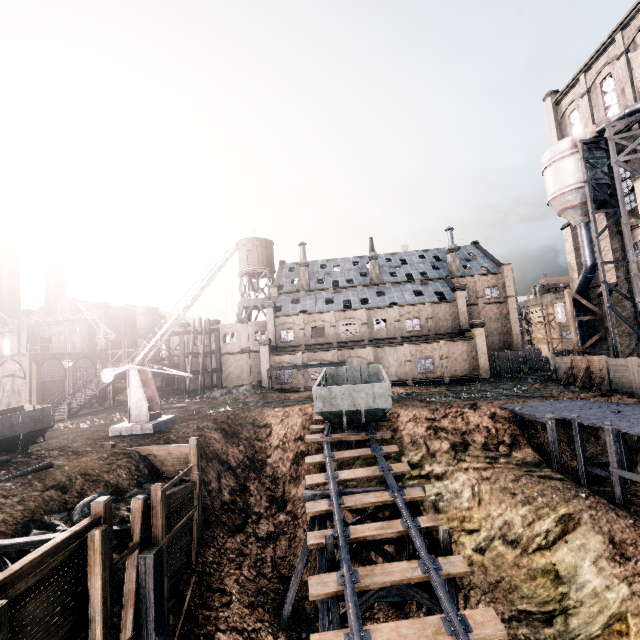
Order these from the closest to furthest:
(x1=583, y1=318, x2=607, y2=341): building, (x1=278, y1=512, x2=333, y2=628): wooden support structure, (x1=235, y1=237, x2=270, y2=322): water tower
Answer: (x1=278, y1=512, x2=333, y2=628): wooden support structure → (x1=583, y1=318, x2=607, y2=341): building → (x1=235, y1=237, x2=270, y2=322): water tower

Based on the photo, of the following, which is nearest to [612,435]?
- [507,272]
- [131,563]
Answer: [131,563]

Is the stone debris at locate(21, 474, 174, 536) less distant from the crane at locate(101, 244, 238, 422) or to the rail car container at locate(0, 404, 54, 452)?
the crane at locate(101, 244, 238, 422)

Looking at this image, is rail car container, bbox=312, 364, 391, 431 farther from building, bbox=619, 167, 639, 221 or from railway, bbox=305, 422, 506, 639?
building, bbox=619, 167, 639, 221

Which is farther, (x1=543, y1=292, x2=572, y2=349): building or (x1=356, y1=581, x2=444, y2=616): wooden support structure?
(x1=543, y1=292, x2=572, y2=349): building

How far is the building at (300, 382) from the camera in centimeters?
4078cm

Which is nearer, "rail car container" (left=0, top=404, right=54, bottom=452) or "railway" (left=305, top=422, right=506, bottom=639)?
"railway" (left=305, top=422, right=506, bottom=639)

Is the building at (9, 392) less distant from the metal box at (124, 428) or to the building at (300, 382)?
the building at (300, 382)
